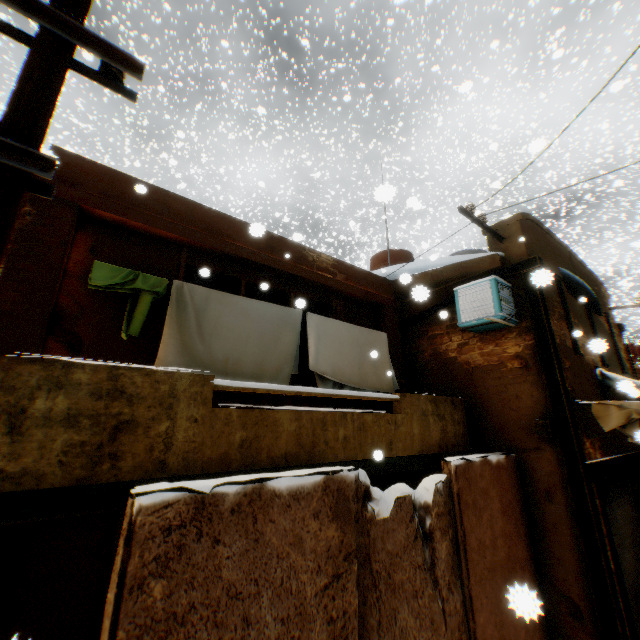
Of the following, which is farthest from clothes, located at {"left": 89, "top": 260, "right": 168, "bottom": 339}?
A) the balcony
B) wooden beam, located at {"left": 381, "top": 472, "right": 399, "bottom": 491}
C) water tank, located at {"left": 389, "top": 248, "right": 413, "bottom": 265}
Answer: water tank, located at {"left": 389, "top": 248, "right": 413, "bottom": 265}

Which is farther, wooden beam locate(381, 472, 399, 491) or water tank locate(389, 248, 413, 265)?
water tank locate(389, 248, 413, 265)

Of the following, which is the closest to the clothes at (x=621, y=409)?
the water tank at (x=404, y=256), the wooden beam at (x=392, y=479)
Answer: the wooden beam at (x=392, y=479)

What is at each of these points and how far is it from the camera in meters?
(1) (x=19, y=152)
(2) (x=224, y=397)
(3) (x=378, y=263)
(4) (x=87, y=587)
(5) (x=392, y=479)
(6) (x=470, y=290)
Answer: (1) electric pole, 1.7
(2) building, 4.9
(3) water tank, 11.6
(4) building, 4.1
(5) wooden beam, 7.4
(6) air conditioner, 6.3

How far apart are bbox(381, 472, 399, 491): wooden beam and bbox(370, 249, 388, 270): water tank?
5.3 meters

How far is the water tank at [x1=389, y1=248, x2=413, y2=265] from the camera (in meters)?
11.33

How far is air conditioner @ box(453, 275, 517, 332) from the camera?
5.88m

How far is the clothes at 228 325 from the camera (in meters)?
4.03
